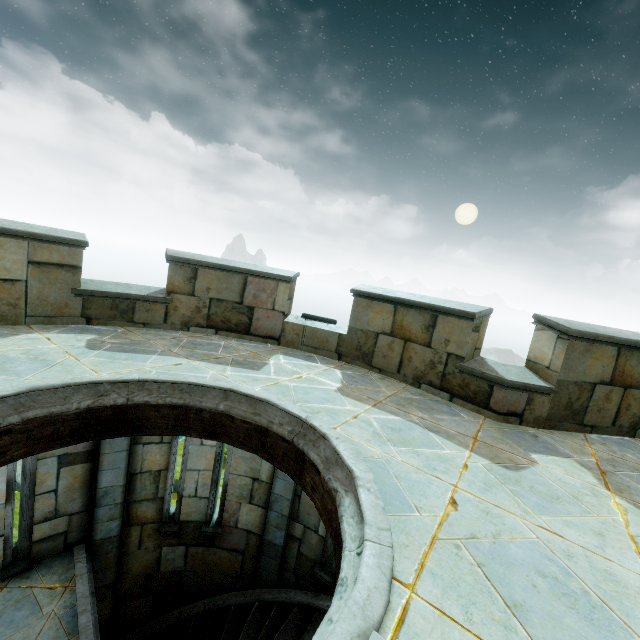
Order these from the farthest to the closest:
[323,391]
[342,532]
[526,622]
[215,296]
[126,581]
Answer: [126,581], [215,296], [323,391], [342,532], [526,622]
